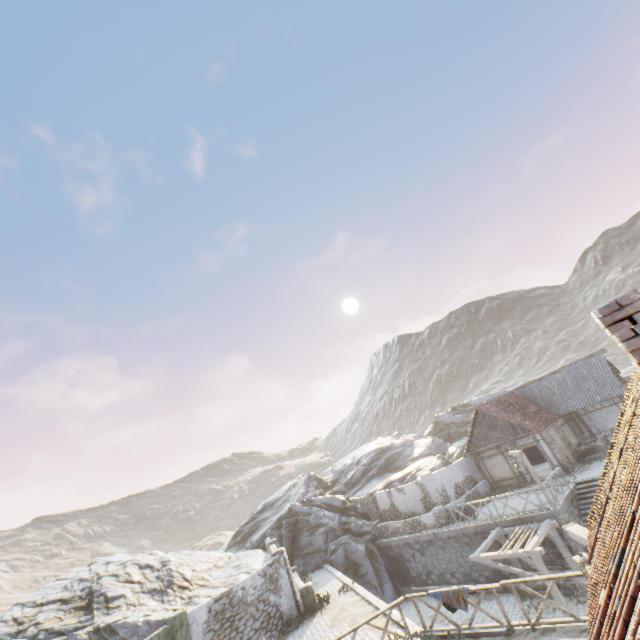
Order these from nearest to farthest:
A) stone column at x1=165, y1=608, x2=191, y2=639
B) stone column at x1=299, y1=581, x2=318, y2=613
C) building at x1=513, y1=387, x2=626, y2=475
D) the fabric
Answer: the fabric → stone column at x1=165, y1=608, x2=191, y2=639 → stone column at x1=299, y1=581, x2=318, y2=613 → building at x1=513, y1=387, x2=626, y2=475

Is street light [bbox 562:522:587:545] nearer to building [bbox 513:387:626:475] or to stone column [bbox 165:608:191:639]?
stone column [bbox 165:608:191:639]

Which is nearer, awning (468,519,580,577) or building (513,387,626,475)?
awning (468,519,580,577)

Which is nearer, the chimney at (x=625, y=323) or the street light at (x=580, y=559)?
the chimney at (x=625, y=323)

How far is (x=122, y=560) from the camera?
23.2 meters

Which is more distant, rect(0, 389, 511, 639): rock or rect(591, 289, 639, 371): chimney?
rect(0, 389, 511, 639): rock

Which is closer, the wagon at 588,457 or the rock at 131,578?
the rock at 131,578

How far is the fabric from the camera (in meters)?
10.08
